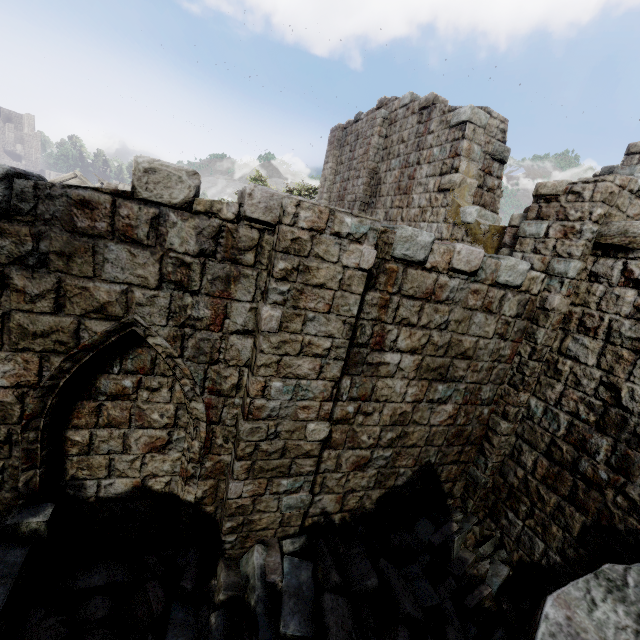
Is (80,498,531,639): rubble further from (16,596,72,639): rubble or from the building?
(16,596,72,639): rubble

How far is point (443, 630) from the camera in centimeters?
472cm

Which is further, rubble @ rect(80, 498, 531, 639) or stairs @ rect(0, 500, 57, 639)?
rubble @ rect(80, 498, 531, 639)

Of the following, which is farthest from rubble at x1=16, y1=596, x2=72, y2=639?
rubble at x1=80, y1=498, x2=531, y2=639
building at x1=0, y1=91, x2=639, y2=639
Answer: rubble at x1=80, y1=498, x2=531, y2=639

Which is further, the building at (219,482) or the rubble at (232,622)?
the rubble at (232,622)

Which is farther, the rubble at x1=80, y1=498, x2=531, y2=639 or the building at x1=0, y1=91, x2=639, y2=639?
the rubble at x1=80, y1=498, x2=531, y2=639

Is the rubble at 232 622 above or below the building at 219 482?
below
